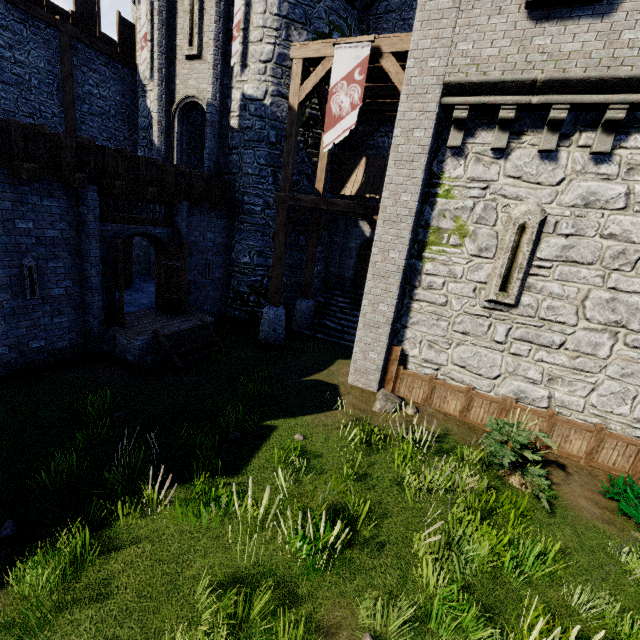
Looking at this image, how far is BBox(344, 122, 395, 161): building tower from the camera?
14.2 meters

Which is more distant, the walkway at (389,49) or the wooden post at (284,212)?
the wooden post at (284,212)

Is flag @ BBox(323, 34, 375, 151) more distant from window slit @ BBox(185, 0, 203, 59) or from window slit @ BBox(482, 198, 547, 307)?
window slit @ BBox(185, 0, 203, 59)

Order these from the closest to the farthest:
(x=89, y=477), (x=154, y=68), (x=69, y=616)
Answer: (x=69, y=616), (x=89, y=477), (x=154, y=68)

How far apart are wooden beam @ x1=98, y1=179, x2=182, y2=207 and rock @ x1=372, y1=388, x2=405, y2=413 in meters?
8.8

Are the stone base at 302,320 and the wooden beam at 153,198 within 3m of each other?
no

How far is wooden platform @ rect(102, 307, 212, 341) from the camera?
9.4m

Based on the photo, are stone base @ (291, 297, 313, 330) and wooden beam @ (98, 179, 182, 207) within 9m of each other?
yes
